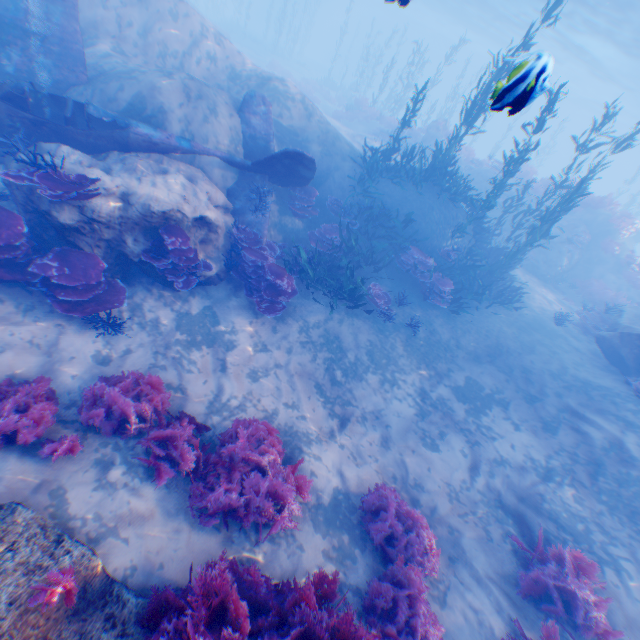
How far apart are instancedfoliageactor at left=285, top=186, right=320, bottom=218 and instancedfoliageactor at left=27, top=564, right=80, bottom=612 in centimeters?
981cm

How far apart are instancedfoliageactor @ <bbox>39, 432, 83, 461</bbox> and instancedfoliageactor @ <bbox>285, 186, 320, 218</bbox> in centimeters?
795cm

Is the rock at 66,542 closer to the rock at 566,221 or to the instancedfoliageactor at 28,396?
the instancedfoliageactor at 28,396

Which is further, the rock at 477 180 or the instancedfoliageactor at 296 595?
the rock at 477 180

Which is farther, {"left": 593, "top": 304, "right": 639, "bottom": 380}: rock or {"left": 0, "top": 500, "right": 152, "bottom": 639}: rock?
{"left": 593, "top": 304, "right": 639, "bottom": 380}: rock

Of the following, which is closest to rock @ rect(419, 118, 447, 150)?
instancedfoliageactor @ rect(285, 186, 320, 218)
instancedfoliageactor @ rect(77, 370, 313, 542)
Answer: instancedfoliageactor @ rect(285, 186, 320, 218)

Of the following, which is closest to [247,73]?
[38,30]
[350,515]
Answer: [38,30]
